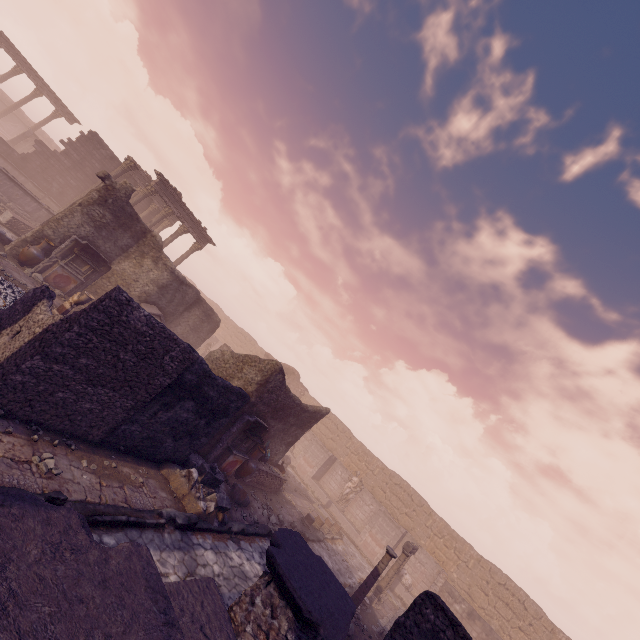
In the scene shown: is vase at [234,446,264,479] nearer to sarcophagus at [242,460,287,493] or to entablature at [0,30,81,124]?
sarcophagus at [242,460,287,493]

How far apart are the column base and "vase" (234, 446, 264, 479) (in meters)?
5.92

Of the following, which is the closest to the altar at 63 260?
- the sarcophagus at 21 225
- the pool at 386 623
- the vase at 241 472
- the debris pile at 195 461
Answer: the sarcophagus at 21 225

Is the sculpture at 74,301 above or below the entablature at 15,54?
below

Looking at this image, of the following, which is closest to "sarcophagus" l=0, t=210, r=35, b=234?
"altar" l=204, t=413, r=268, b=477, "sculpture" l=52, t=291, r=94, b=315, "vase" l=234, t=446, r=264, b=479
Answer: "sculpture" l=52, t=291, r=94, b=315

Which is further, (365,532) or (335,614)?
(365,532)

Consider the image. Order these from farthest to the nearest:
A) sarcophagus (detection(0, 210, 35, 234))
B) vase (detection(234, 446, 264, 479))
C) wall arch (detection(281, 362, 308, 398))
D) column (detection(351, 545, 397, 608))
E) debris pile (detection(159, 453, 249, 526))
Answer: wall arch (detection(281, 362, 308, 398)), sarcophagus (detection(0, 210, 35, 234)), vase (detection(234, 446, 264, 479)), column (detection(351, 545, 397, 608)), debris pile (detection(159, 453, 249, 526))

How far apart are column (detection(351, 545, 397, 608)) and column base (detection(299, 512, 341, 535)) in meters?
5.4
